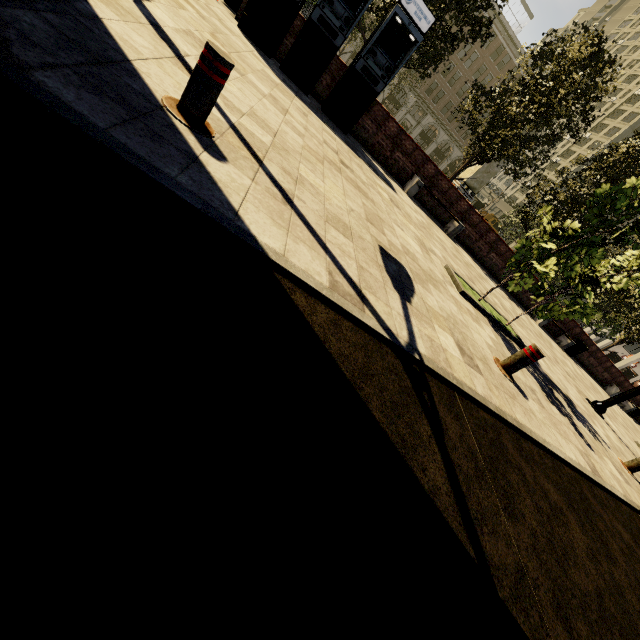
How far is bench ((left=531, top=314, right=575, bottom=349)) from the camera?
14.90m

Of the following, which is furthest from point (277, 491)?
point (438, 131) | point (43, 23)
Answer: point (438, 131)

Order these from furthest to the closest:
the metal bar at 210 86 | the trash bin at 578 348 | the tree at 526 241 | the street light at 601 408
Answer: the trash bin at 578 348
the street light at 601 408
the tree at 526 241
the metal bar at 210 86

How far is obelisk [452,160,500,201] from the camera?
25.0 meters

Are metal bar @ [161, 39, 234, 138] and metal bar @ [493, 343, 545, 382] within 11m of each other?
yes

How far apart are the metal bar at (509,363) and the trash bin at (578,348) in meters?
15.1 m

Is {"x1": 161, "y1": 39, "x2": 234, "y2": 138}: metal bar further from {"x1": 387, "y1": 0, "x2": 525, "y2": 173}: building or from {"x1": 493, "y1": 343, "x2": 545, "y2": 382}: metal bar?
{"x1": 387, "y1": 0, "x2": 525, "y2": 173}: building

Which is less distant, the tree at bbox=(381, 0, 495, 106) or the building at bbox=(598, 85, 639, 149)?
the tree at bbox=(381, 0, 495, 106)
